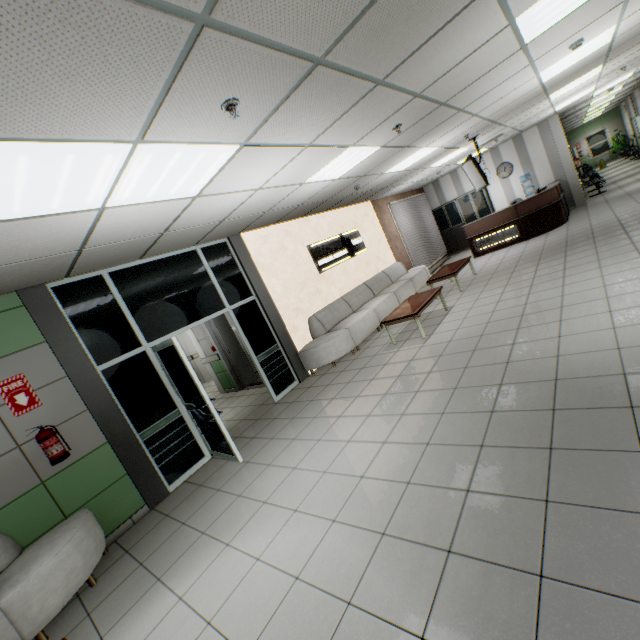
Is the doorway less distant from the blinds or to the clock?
the blinds

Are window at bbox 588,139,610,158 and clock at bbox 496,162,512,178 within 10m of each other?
no

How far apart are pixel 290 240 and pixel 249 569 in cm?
627

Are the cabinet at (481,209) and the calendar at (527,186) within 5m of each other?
yes

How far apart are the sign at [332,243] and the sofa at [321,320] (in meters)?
0.78

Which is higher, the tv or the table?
the tv

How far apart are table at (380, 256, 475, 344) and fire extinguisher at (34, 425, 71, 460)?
5.0 meters

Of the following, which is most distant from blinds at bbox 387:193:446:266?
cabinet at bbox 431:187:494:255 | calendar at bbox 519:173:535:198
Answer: calendar at bbox 519:173:535:198
